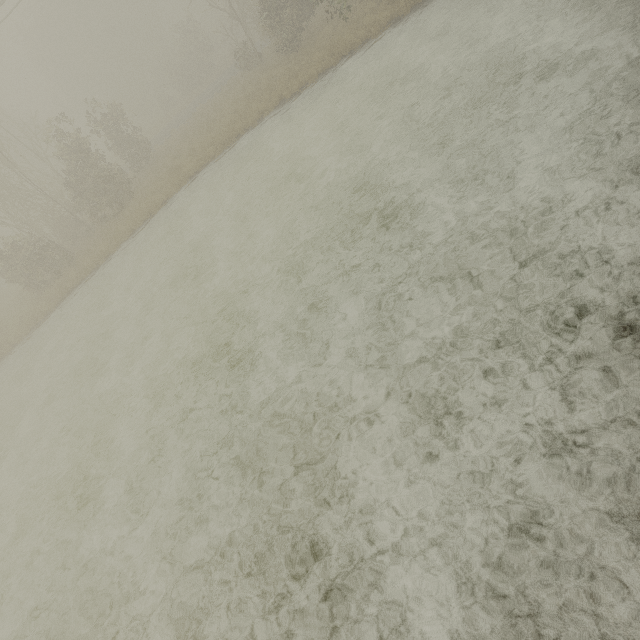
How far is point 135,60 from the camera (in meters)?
40.56
